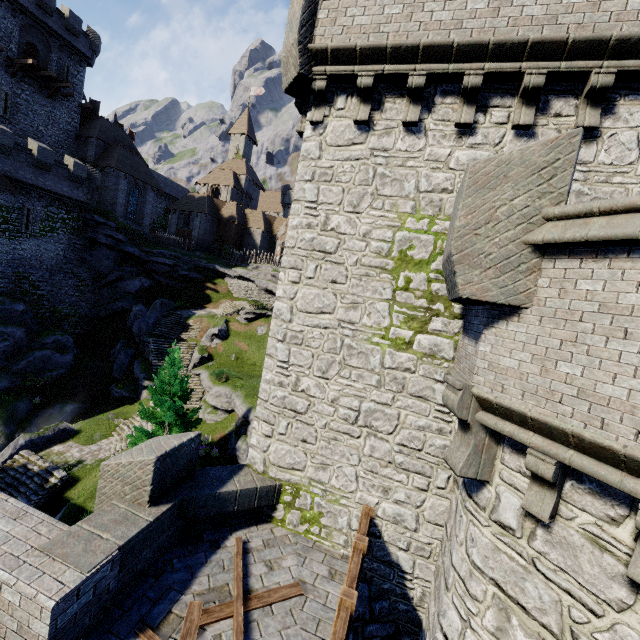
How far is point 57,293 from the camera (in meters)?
31.36

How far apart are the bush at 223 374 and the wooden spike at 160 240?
23.70m

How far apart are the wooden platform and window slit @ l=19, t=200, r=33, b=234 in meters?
12.3 m

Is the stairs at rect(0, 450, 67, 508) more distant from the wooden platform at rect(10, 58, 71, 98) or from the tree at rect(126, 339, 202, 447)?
the wooden platform at rect(10, 58, 71, 98)

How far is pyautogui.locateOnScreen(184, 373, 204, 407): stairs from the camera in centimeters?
2586cm

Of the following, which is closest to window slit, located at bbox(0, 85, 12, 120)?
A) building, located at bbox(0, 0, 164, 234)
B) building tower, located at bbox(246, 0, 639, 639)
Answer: building, located at bbox(0, 0, 164, 234)

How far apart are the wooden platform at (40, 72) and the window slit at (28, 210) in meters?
12.3

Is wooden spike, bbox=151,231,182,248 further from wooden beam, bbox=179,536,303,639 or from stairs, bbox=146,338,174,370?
wooden beam, bbox=179,536,303,639
